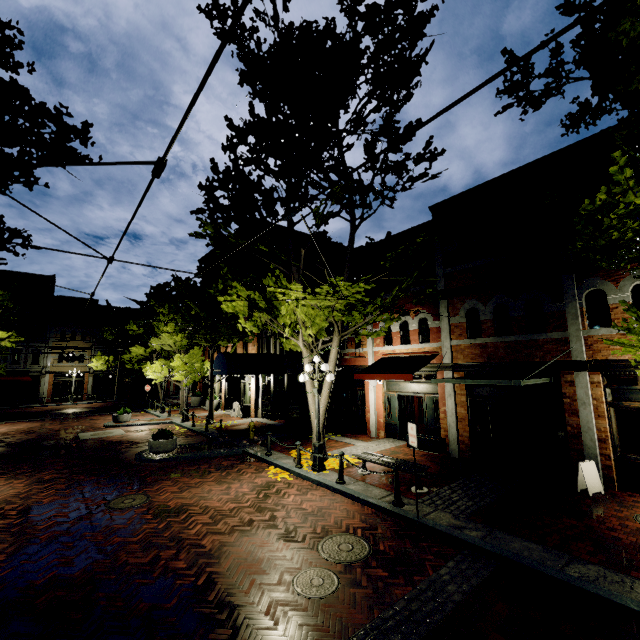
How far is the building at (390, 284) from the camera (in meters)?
15.13

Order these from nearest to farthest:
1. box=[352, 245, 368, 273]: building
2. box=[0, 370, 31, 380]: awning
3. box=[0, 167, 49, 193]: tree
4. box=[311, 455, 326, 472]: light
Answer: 1. box=[0, 167, 49, 193]: tree
2. box=[311, 455, 326, 472]: light
3. box=[352, 245, 368, 273]: building
4. box=[0, 370, 31, 380]: awning

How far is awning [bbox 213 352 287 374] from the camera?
17.4m

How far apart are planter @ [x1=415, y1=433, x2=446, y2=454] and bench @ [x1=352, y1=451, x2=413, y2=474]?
3.18m

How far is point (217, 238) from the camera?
10.8m

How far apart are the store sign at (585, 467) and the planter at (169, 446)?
13.4 meters

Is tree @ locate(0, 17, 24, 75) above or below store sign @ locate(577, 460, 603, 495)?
above

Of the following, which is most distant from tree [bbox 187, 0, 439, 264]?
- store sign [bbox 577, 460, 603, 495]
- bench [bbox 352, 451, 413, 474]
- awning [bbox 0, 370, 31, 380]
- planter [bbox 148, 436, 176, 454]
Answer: planter [bbox 148, 436, 176, 454]
